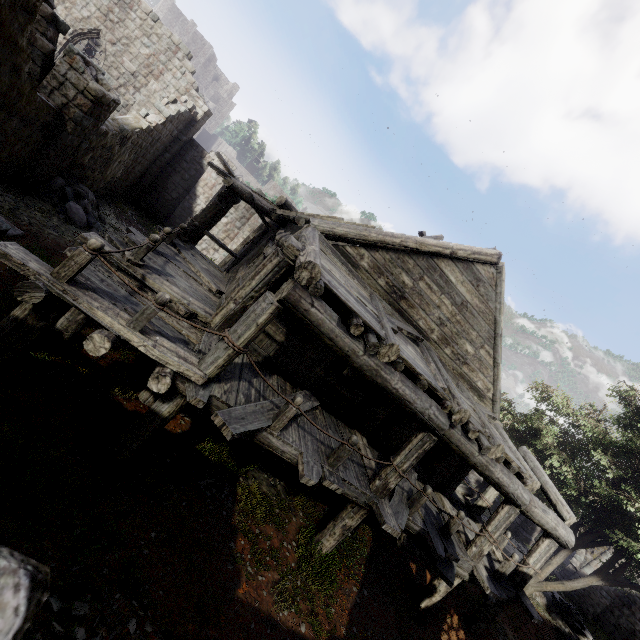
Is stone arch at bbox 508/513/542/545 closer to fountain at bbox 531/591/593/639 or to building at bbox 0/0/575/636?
building at bbox 0/0/575/636

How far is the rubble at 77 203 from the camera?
11.7 meters

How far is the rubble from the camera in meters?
11.7 m

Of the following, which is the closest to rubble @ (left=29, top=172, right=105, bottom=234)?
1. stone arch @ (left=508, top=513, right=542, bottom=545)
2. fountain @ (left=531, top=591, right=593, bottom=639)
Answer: fountain @ (left=531, top=591, right=593, bottom=639)

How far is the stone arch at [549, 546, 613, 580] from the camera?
21.6m

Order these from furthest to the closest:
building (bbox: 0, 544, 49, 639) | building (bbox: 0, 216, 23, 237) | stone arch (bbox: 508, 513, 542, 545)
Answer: stone arch (bbox: 508, 513, 542, 545)
building (bbox: 0, 216, 23, 237)
building (bbox: 0, 544, 49, 639)

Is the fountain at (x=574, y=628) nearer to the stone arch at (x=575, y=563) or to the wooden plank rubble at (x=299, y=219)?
the stone arch at (x=575, y=563)

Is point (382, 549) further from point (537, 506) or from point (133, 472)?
point (133, 472)
